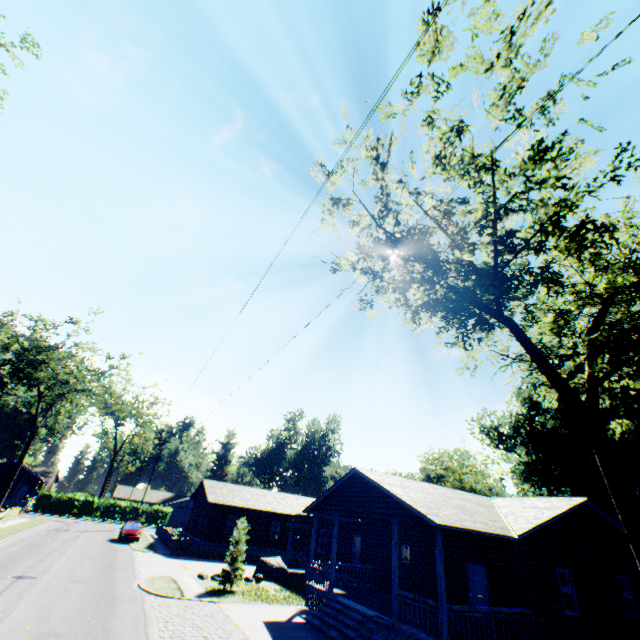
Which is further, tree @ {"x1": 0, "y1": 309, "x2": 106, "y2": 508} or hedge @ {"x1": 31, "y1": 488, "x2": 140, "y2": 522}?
hedge @ {"x1": 31, "y1": 488, "x2": 140, "y2": 522}

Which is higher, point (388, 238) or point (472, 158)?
point (388, 238)

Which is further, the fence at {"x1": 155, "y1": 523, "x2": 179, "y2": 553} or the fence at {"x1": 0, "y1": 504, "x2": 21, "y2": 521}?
the fence at {"x1": 0, "y1": 504, "x2": 21, "y2": 521}

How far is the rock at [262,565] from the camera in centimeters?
2215cm

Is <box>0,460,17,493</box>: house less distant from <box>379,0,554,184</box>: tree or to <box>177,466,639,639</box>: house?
<box>177,466,639,639</box>: house

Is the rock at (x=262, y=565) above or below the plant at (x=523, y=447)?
below

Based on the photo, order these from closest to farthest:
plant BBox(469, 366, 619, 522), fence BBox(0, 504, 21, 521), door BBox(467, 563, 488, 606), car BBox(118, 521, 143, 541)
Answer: door BBox(467, 563, 488, 606) → plant BBox(469, 366, 619, 522) → car BBox(118, 521, 143, 541) → fence BBox(0, 504, 21, 521)

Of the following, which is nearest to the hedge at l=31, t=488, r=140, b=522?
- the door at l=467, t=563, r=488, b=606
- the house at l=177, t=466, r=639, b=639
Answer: the house at l=177, t=466, r=639, b=639
